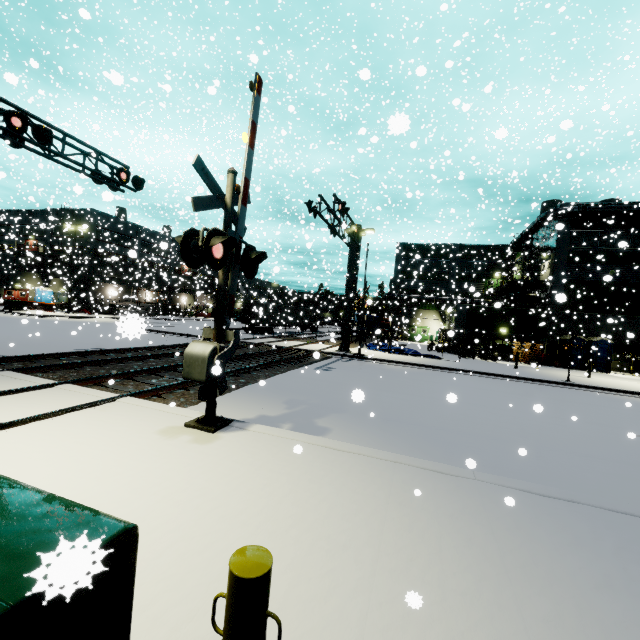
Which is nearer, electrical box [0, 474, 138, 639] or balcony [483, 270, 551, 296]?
electrical box [0, 474, 138, 639]

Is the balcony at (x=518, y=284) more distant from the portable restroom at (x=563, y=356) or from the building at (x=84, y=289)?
the portable restroom at (x=563, y=356)

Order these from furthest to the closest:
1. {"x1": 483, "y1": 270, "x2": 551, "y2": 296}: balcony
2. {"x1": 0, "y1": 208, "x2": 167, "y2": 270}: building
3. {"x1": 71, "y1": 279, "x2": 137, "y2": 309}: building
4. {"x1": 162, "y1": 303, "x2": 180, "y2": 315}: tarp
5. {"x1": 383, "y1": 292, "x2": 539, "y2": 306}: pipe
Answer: {"x1": 162, "y1": 303, "x2": 180, "y2": 315}: tarp, {"x1": 71, "y1": 279, "x2": 137, "y2": 309}: building, {"x1": 0, "y1": 208, "x2": 167, "y2": 270}: building, {"x1": 383, "y1": 292, "x2": 539, "y2": 306}: pipe, {"x1": 483, "y1": 270, "x2": 551, "y2": 296}: balcony

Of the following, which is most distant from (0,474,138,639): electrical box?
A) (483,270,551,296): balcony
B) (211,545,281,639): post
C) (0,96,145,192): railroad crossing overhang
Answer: (483,270,551,296): balcony

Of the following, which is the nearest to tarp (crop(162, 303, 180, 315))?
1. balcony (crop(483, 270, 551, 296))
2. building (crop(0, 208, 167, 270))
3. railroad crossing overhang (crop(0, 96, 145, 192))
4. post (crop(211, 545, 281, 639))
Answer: building (crop(0, 208, 167, 270))

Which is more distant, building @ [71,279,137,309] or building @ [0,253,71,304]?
building @ [0,253,71,304]

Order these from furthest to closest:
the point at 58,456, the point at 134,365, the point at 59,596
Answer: the point at 134,365
the point at 58,456
the point at 59,596

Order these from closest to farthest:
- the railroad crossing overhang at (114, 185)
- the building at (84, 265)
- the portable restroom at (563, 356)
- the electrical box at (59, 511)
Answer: the electrical box at (59, 511), the railroad crossing overhang at (114, 185), the portable restroom at (563, 356), the building at (84, 265)
